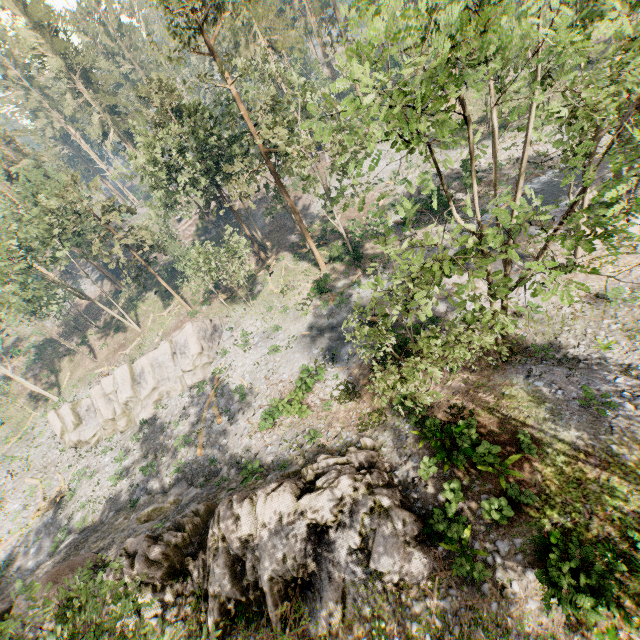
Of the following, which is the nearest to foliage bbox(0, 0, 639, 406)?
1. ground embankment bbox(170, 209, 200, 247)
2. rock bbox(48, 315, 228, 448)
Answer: ground embankment bbox(170, 209, 200, 247)

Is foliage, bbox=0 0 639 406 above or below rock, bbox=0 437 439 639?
above

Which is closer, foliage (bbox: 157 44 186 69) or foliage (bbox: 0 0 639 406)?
foliage (bbox: 0 0 639 406)

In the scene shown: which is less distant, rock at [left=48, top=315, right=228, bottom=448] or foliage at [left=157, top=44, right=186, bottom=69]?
foliage at [left=157, top=44, right=186, bottom=69]

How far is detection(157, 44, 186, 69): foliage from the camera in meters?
19.3

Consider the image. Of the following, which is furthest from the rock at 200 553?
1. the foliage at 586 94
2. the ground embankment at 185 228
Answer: the ground embankment at 185 228

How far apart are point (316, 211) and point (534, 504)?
39.5 meters
